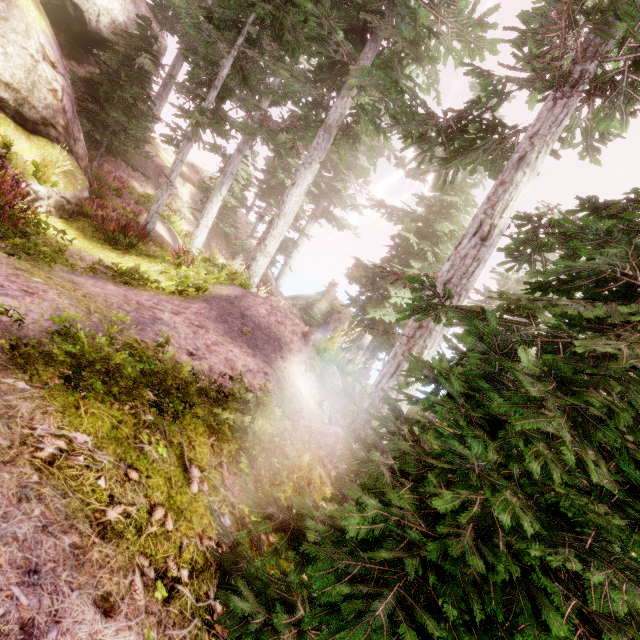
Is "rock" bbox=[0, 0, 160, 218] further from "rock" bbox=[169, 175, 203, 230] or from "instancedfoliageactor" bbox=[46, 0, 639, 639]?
"rock" bbox=[169, 175, 203, 230]

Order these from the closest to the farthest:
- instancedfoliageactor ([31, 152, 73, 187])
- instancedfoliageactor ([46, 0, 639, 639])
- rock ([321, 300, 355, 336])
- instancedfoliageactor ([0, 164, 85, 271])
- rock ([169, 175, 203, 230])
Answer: instancedfoliageactor ([46, 0, 639, 639])
instancedfoliageactor ([0, 164, 85, 271])
instancedfoliageactor ([31, 152, 73, 187])
rock ([169, 175, 203, 230])
rock ([321, 300, 355, 336])

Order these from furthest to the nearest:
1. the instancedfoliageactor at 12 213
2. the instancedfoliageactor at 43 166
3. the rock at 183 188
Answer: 1. the rock at 183 188
2. the instancedfoliageactor at 43 166
3. the instancedfoliageactor at 12 213

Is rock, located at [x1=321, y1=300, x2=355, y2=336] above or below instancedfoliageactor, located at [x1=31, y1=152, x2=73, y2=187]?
below

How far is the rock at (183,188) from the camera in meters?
20.4

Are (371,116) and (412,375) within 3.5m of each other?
no

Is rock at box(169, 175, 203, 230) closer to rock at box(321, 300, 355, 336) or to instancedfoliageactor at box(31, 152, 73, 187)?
instancedfoliageactor at box(31, 152, 73, 187)

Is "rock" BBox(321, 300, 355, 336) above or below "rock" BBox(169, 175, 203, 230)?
below
